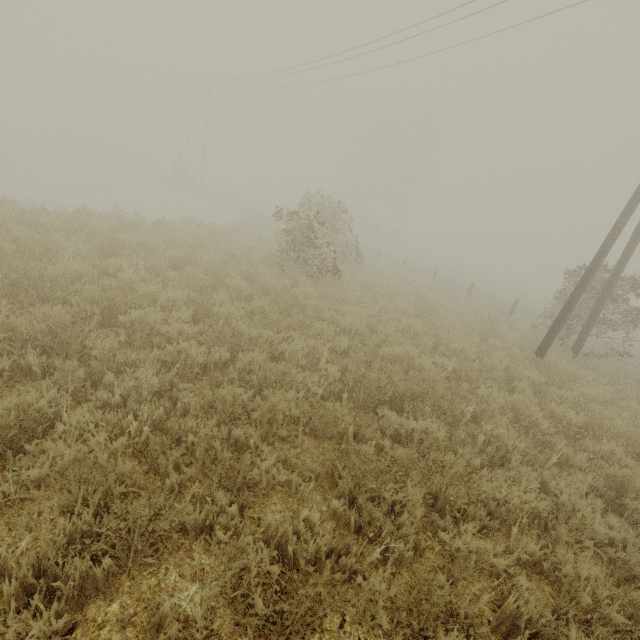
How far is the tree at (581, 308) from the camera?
11.89m

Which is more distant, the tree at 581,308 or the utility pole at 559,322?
the tree at 581,308

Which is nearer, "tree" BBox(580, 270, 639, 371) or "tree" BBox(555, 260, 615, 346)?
"tree" BBox(580, 270, 639, 371)

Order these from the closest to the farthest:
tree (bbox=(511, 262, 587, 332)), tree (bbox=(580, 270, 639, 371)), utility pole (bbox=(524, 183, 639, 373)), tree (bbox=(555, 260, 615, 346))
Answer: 1. utility pole (bbox=(524, 183, 639, 373))
2. tree (bbox=(580, 270, 639, 371))
3. tree (bbox=(555, 260, 615, 346))
4. tree (bbox=(511, 262, 587, 332))

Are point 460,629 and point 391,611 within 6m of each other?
yes

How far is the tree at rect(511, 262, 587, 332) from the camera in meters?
12.4 m

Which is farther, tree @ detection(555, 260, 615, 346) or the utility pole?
tree @ detection(555, 260, 615, 346)
